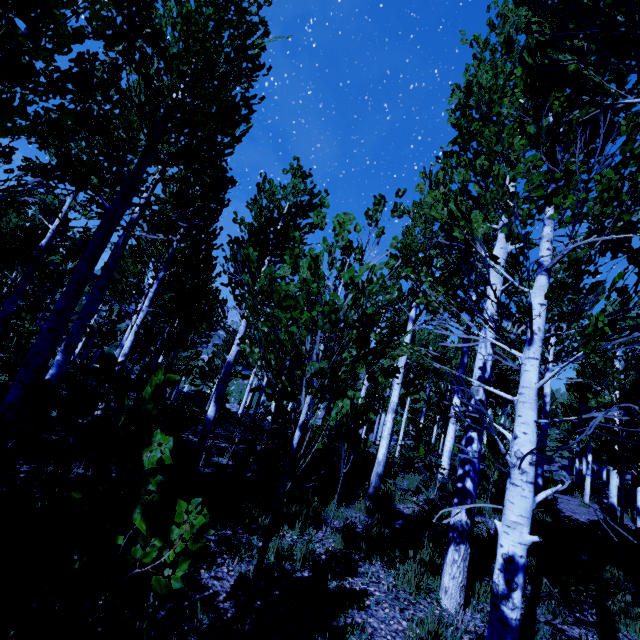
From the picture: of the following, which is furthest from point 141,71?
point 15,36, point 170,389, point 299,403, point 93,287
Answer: point 299,403
